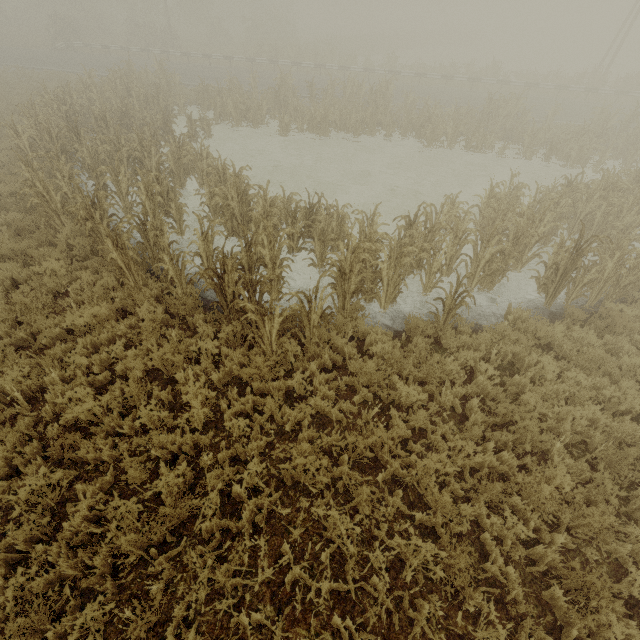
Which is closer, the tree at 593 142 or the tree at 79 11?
the tree at 593 142

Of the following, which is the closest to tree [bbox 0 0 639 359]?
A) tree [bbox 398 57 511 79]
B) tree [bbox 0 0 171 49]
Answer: tree [bbox 398 57 511 79]

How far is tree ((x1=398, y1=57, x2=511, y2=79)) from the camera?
24.8 meters

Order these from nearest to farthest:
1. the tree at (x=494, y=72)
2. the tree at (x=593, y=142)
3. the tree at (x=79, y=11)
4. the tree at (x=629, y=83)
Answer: the tree at (x=593, y=142) < the tree at (x=629, y=83) < the tree at (x=494, y=72) < the tree at (x=79, y=11)

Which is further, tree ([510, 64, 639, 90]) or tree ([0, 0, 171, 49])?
tree ([0, 0, 171, 49])

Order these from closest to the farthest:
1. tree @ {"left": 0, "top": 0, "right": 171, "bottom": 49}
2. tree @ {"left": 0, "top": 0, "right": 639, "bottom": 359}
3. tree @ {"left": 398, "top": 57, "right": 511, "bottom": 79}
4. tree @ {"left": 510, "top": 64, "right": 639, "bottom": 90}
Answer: tree @ {"left": 0, "top": 0, "right": 639, "bottom": 359} < tree @ {"left": 510, "top": 64, "right": 639, "bottom": 90} < tree @ {"left": 398, "top": 57, "right": 511, "bottom": 79} < tree @ {"left": 0, "top": 0, "right": 171, "bottom": 49}

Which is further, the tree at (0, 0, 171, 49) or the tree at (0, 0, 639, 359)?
the tree at (0, 0, 171, 49)

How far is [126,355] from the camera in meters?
6.0 m
